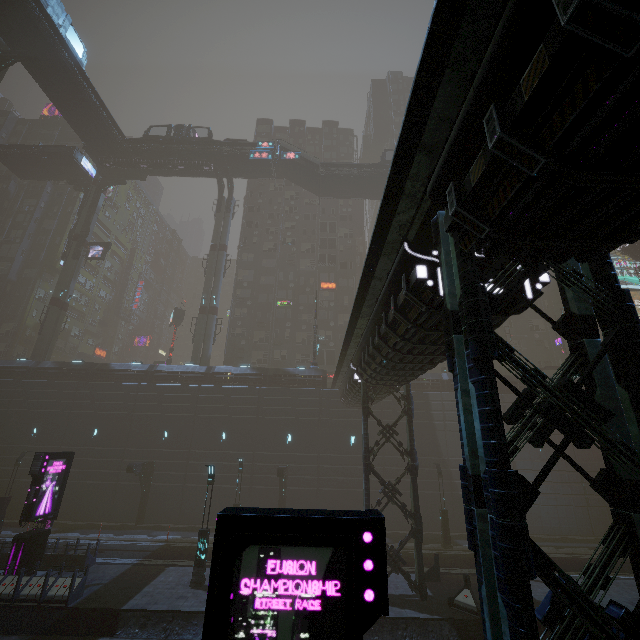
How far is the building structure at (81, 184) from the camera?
41.9m

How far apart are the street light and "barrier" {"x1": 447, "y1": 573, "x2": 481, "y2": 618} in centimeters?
1187cm

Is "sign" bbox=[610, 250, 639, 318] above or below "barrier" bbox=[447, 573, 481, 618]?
above

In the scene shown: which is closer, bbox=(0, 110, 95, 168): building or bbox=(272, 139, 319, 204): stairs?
bbox=(272, 139, 319, 204): stairs

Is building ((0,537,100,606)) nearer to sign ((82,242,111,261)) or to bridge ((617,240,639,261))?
sign ((82,242,111,261))

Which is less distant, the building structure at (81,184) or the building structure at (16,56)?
the building structure at (16,56)

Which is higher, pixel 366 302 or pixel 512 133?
pixel 366 302

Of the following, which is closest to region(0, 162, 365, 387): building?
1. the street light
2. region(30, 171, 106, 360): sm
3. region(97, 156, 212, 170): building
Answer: region(30, 171, 106, 360): sm
